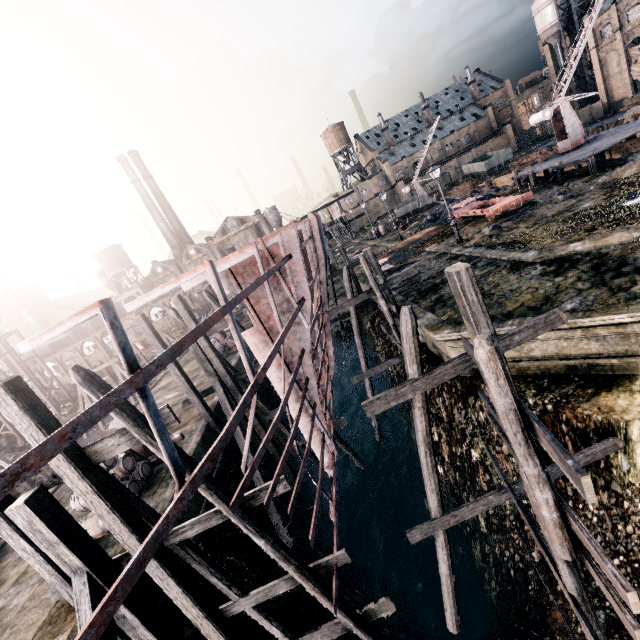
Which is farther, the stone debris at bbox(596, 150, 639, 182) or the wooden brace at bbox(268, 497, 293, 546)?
the stone debris at bbox(596, 150, 639, 182)

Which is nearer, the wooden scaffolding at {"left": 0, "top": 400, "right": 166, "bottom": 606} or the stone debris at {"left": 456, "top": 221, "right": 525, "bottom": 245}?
the wooden scaffolding at {"left": 0, "top": 400, "right": 166, "bottom": 606}

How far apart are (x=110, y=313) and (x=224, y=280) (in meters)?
6.89

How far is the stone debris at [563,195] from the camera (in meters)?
20.95

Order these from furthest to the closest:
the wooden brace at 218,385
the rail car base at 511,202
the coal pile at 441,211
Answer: the coal pile at 441,211, the rail car base at 511,202, the wooden brace at 218,385

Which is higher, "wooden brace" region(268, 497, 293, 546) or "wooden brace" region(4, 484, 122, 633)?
"wooden brace" region(4, 484, 122, 633)

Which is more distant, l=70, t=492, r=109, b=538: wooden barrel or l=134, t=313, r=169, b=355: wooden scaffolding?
l=134, t=313, r=169, b=355: wooden scaffolding

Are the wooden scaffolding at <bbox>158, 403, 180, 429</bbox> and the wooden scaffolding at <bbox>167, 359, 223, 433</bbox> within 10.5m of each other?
yes
